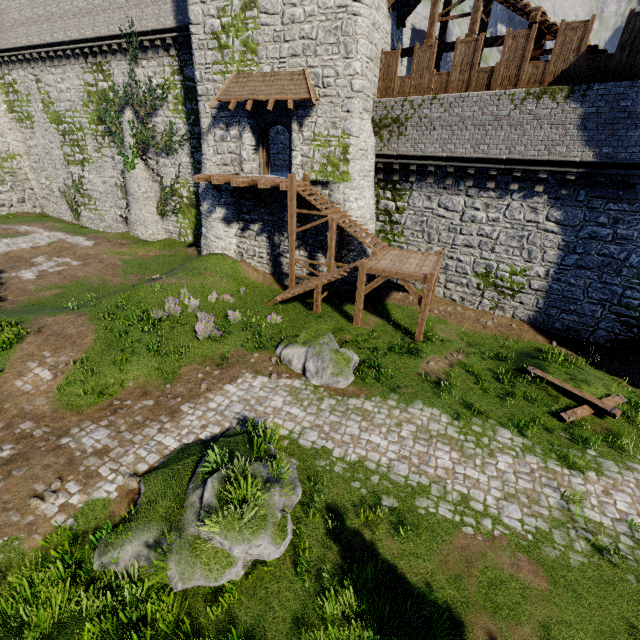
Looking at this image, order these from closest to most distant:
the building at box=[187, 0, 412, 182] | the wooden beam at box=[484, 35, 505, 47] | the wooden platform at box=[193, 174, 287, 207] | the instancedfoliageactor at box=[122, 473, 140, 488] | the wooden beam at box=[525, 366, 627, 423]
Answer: the instancedfoliageactor at box=[122, 473, 140, 488] < the wooden beam at box=[525, 366, 627, 423] < the building at box=[187, 0, 412, 182] < the wooden beam at box=[484, 35, 505, 47] < the wooden platform at box=[193, 174, 287, 207]

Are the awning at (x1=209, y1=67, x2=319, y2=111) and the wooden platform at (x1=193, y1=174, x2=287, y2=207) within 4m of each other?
yes

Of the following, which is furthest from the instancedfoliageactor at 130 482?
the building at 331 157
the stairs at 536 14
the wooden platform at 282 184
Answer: the stairs at 536 14

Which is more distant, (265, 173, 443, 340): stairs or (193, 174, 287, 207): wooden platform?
(193, 174, 287, 207): wooden platform

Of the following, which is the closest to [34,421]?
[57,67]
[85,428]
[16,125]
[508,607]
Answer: [85,428]

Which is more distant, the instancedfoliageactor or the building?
the building

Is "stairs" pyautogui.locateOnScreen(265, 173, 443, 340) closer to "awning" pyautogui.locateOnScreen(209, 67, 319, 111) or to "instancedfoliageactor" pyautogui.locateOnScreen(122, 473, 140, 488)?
"awning" pyautogui.locateOnScreen(209, 67, 319, 111)

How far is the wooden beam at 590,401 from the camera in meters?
10.7
